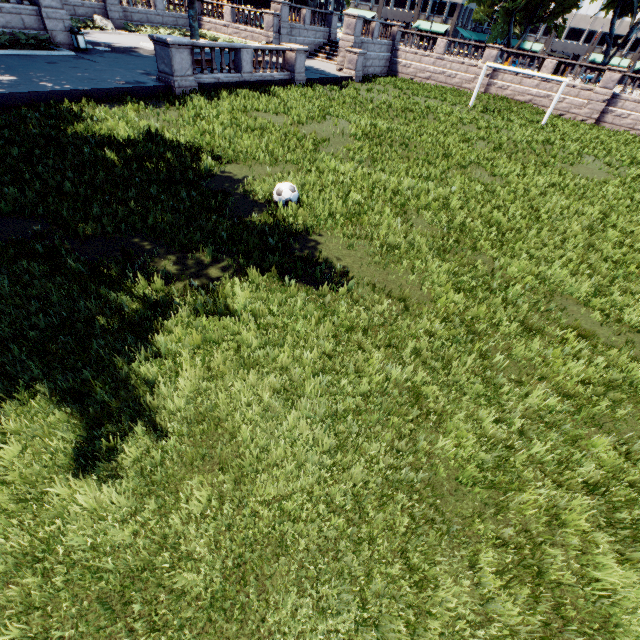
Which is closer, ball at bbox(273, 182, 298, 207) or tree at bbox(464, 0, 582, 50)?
ball at bbox(273, 182, 298, 207)

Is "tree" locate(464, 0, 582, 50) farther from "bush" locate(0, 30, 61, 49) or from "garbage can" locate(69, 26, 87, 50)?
"garbage can" locate(69, 26, 87, 50)

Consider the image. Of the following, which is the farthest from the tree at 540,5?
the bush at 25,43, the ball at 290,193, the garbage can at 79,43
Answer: the ball at 290,193

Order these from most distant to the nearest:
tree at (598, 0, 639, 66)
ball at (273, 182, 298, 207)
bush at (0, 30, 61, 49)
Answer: tree at (598, 0, 639, 66) → bush at (0, 30, 61, 49) → ball at (273, 182, 298, 207)

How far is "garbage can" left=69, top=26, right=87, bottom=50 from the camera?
18.88m

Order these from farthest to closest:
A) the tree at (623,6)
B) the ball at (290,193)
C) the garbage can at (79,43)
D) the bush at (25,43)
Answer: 1. the tree at (623,6)
2. the garbage can at (79,43)
3. the bush at (25,43)
4. the ball at (290,193)

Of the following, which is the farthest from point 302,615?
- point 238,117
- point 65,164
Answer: point 238,117

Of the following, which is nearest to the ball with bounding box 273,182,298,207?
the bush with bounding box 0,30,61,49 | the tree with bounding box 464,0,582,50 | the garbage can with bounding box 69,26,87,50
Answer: the tree with bounding box 464,0,582,50
